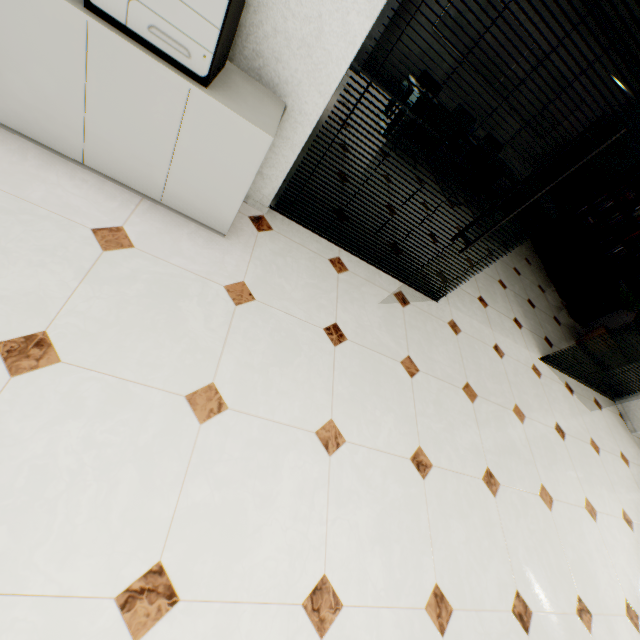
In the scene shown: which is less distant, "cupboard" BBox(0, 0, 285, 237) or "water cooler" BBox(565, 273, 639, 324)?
"cupboard" BBox(0, 0, 285, 237)

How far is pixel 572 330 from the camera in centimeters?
571cm

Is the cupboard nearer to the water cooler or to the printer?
the printer

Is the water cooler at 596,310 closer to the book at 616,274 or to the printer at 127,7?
the book at 616,274

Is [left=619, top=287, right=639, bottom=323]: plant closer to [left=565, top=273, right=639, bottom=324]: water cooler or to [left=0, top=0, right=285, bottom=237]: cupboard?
[left=565, top=273, right=639, bottom=324]: water cooler

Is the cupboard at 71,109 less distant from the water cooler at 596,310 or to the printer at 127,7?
the printer at 127,7

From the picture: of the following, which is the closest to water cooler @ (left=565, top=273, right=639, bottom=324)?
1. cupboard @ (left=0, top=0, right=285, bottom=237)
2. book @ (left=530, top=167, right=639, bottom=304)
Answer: book @ (left=530, top=167, right=639, bottom=304)

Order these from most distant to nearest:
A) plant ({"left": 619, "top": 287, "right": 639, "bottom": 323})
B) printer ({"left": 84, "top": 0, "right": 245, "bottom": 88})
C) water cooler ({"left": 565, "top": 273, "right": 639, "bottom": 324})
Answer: water cooler ({"left": 565, "top": 273, "right": 639, "bottom": 324})
plant ({"left": 619, "top": 287, "right": 639, "bottom": 323})
printer ({"left": 84, "top": 0, "right": 245, "bottom": 88})
